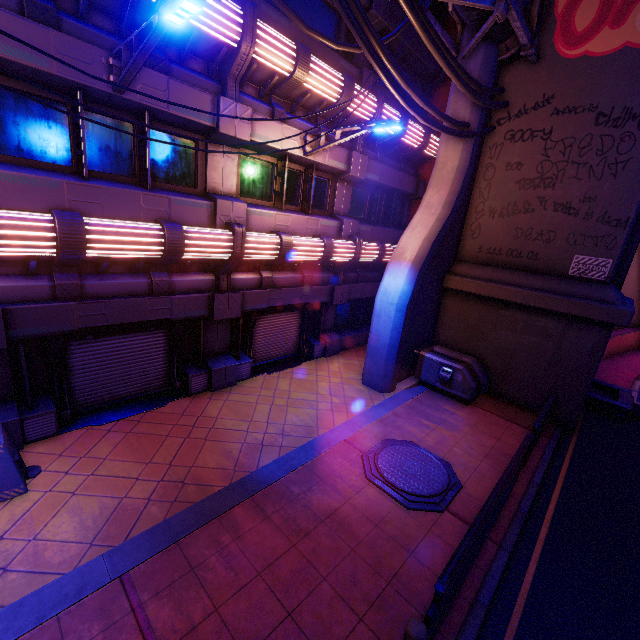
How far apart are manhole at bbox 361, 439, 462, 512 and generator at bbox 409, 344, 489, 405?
3.1 meters

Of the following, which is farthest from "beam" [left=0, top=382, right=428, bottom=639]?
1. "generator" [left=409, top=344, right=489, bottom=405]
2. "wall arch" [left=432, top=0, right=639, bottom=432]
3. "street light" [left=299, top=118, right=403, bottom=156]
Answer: "street light" [left=299, top=118, right=403, bottom=156]

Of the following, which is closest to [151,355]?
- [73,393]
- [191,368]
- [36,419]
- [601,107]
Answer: [191,368]

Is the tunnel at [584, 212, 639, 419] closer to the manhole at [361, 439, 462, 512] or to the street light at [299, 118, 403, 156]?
the manhole at [361, 439, 462, 512]

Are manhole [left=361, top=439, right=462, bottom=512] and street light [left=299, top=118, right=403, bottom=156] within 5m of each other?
no

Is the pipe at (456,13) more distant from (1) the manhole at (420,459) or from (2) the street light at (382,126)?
(1) the manhole at (420,459)

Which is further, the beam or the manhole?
the manhole

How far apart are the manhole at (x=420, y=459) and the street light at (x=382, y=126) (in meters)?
7.62
